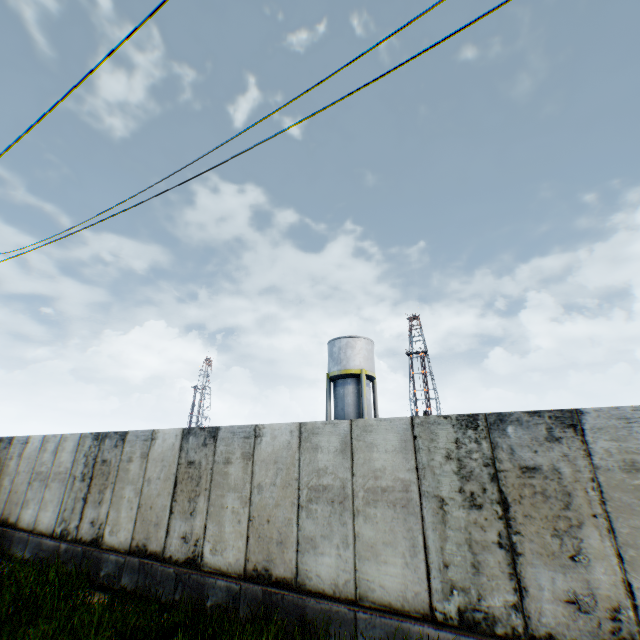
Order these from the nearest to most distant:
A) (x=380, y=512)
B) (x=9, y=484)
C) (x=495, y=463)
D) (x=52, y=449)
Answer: (x=495, y=463) → (x=380, y=512) → (x=52, y=449) → (x=9, y=484)

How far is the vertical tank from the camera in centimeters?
2550cm

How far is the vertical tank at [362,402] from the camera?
25.5 meters
